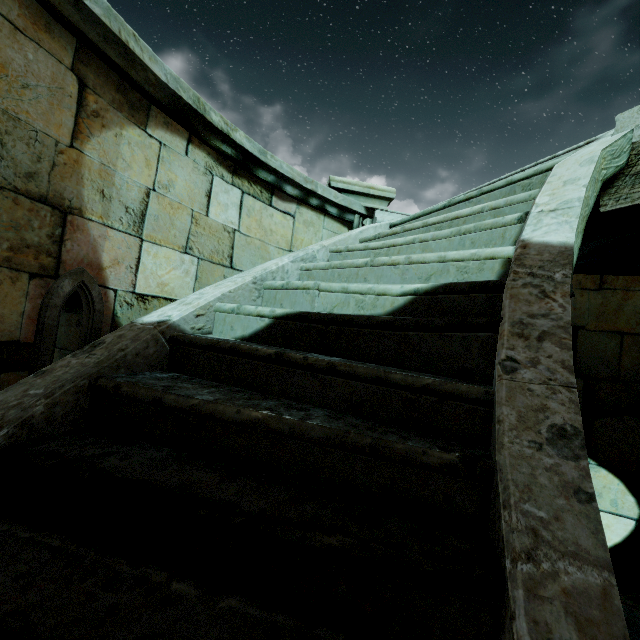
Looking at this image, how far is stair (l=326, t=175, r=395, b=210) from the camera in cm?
418

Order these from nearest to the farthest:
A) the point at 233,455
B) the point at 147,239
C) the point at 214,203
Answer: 1. the point at 233,455
2. the point at 147,239
3. the point at 214,203

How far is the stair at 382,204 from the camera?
4.2m
